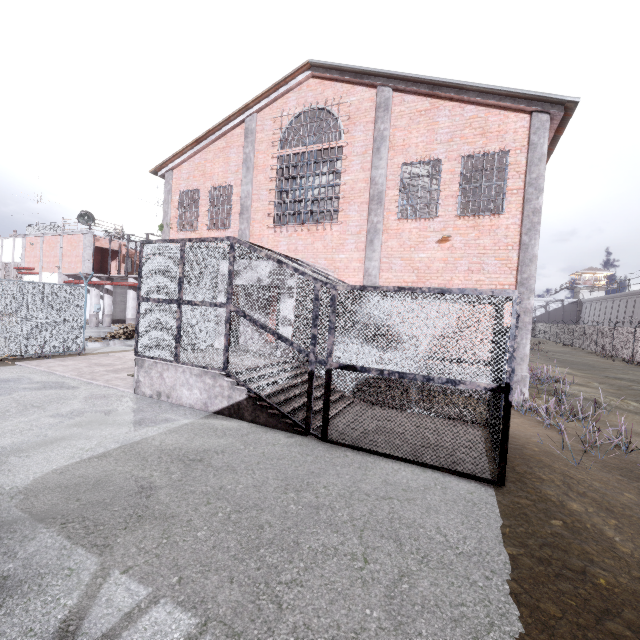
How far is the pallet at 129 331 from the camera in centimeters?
1752cm

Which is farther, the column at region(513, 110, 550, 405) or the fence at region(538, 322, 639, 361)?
the fence at region(538, 322, 639, 361)

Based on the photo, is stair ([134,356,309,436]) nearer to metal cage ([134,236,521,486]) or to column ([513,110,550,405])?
metal cage ([134,236,521,486])

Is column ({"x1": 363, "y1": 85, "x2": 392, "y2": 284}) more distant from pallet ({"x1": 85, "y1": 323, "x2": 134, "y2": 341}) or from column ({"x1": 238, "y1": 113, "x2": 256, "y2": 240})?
pallet ({"x1": 85, "y1": 323, "x2": 134, "y2": 341})

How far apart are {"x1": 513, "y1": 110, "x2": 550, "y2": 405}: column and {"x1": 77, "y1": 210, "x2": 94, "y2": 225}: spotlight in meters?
27.3

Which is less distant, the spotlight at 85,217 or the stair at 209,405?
the stair at 209,405

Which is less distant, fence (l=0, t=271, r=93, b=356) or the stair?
the stair

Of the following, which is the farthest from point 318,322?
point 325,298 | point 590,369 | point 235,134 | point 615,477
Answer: point 590,369
